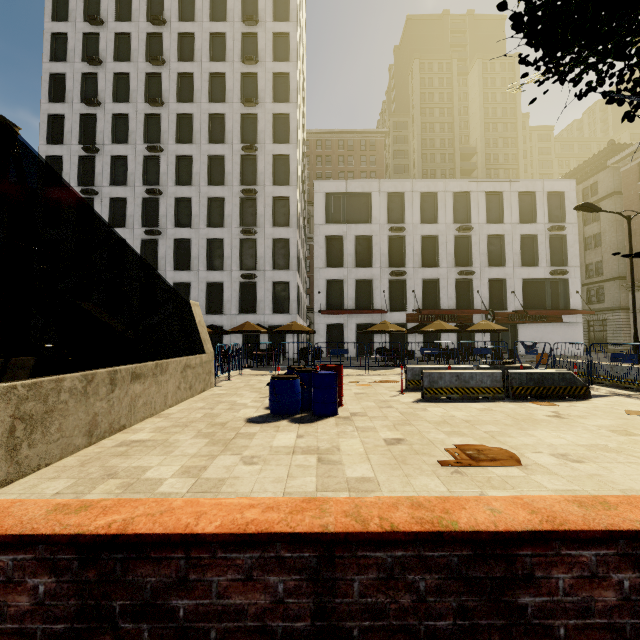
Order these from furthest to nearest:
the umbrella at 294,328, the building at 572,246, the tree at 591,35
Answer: the building at 572,246 → the umbrella at 294,328 → the tree at 591,35

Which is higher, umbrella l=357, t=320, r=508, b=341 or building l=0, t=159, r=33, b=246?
building l=0, t=159, r=33, b=246

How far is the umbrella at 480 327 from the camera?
19.7 meters

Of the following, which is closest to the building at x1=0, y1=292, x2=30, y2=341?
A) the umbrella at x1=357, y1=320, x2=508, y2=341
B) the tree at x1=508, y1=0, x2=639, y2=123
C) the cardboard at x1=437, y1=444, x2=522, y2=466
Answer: the tree at x1=508, y1=0, x2=639, y2=123

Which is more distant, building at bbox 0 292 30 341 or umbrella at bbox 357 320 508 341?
building at bbox 0 292 30 341

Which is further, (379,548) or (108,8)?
(108,8)

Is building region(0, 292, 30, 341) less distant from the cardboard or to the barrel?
the cardboard

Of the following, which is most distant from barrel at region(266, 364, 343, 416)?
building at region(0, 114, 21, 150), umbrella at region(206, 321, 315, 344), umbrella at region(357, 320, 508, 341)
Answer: building at region(0, 114, 21, 150)
